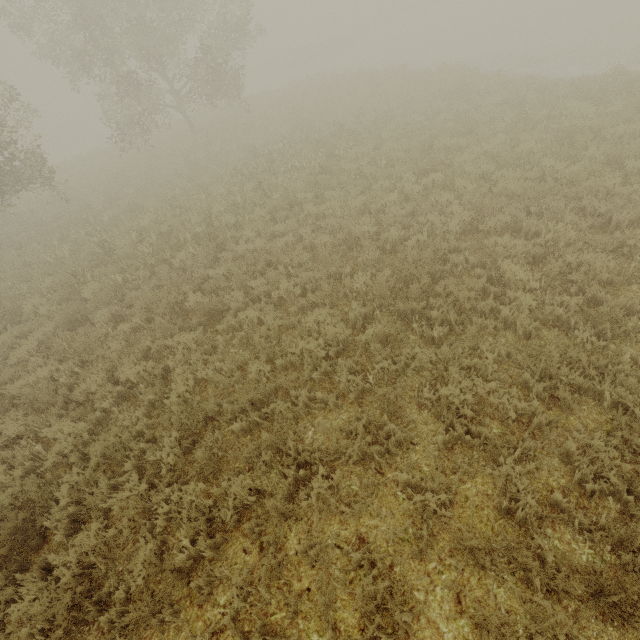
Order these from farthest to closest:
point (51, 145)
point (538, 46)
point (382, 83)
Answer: point (51, 145), point (382, 83), point (538, 46)
